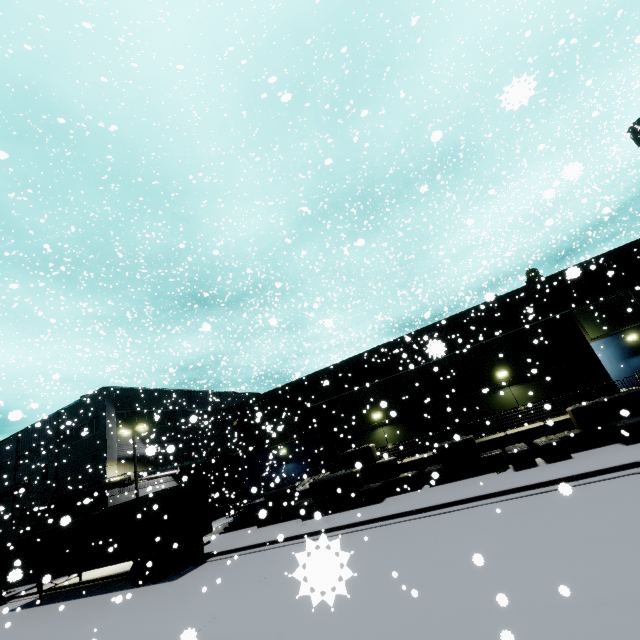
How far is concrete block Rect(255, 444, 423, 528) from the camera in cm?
1709

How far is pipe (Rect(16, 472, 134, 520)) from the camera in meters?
27.3 m

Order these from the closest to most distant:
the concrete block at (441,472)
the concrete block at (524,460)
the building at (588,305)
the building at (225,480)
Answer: the concrete block at (524,460) < the concrete block at (441,472) < the building at (588,305) < the building at (225,480)

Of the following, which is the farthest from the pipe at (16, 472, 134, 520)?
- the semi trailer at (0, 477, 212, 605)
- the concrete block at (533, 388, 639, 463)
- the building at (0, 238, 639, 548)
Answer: the concrete block at (533, 388, 639, 463)

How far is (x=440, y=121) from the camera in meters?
31.6 m

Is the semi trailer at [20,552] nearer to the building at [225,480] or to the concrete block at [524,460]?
the building at [225,480]

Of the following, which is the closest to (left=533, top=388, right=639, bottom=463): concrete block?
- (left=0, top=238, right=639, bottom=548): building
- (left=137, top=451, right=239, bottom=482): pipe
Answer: (left=0, top=238, right=639, bottom=548): building
